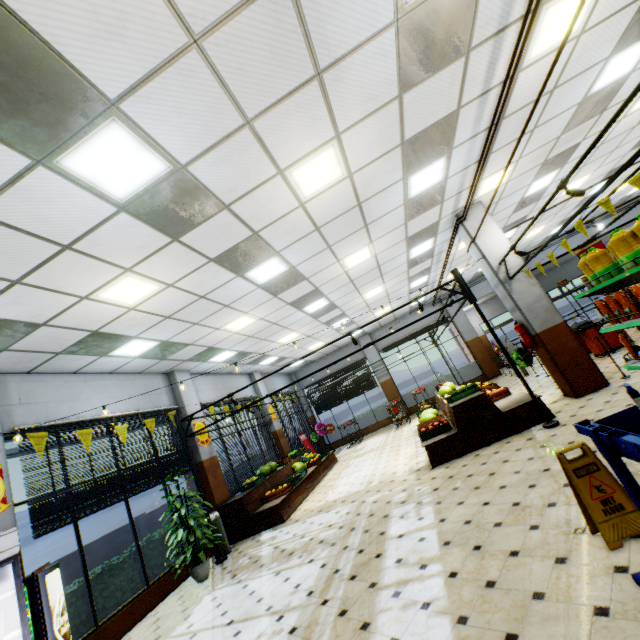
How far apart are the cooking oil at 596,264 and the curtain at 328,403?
14.0m

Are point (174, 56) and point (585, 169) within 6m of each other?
no

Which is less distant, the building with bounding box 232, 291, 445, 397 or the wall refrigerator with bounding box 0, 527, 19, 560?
the wall refrigerator with bounding box 0, 527, 19, 560

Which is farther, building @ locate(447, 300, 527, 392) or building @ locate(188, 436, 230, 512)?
building @ locate(447, 300, 527, 392)

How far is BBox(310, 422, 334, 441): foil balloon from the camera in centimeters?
1695cm

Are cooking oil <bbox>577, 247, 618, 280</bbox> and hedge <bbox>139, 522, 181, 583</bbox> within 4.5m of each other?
no

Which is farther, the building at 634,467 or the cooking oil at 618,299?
the cooking oil at 618,299

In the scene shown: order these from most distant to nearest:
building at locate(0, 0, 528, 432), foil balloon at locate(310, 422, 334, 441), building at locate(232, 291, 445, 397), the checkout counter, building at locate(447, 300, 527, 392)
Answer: foil balloon at locate(310, 422, 334, 441)
building at locate(232, 291, 445, 397)
building at locate(447, 300, 527, 392)
the checkout counter
building at locate(0, 0, 528, 432)
